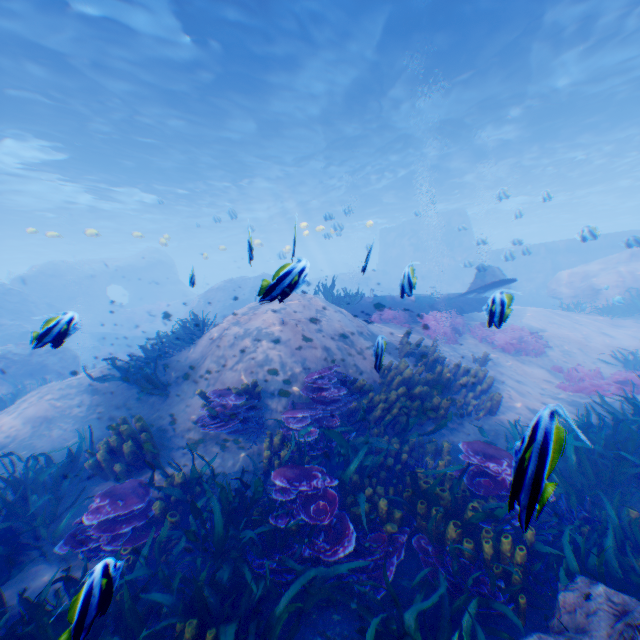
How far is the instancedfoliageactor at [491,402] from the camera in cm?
743

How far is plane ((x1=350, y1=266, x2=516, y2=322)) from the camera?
3.6m

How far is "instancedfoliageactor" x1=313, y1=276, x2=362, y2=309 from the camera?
11.7m

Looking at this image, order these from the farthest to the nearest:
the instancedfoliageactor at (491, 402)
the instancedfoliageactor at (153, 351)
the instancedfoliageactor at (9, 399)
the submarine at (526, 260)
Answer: the submarine at (526, 260) → the instancedfoliageactor at (9, 399) → the instancedfoliageactor at (153, 351) → the instancedfoliageactor at (491, 402)

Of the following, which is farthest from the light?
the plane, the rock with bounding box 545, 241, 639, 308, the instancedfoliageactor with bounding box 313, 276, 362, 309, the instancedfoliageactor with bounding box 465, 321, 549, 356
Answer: the instancedfoliageactor with bounding box 465, 321, 549, 356

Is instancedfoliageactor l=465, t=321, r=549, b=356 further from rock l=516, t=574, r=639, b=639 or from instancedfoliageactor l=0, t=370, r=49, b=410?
instancedfoliageactor l=0, t=370, r=49, b=410

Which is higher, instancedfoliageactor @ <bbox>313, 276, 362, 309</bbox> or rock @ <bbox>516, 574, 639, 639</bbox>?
instancedfoliageactor @ <bbox>313, 276, 362, 309</bbox>

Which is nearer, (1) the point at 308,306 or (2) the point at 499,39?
(1) the point at 308,306
